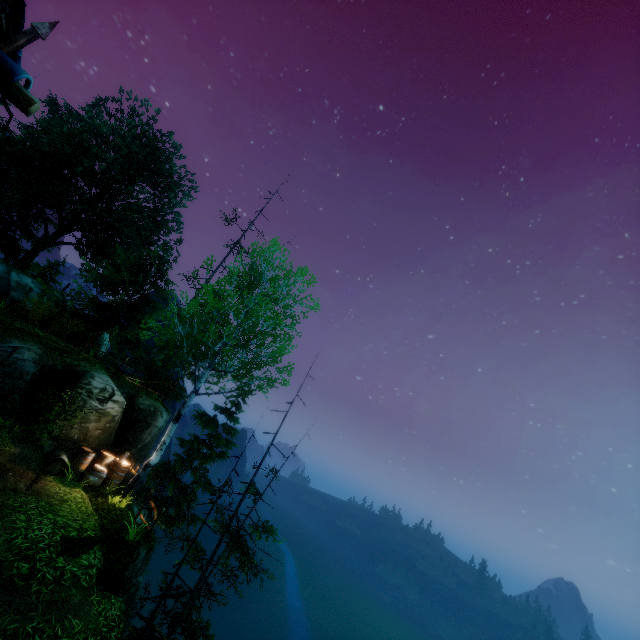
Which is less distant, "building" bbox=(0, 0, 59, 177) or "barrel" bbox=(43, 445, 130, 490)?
"building" bbox=(0, 0, 59, 177)

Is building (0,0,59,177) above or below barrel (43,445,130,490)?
above

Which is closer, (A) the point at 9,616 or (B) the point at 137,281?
(A) the point at 9,616

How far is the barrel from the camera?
11.64m

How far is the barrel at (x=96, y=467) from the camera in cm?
1164

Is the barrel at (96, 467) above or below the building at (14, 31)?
below
